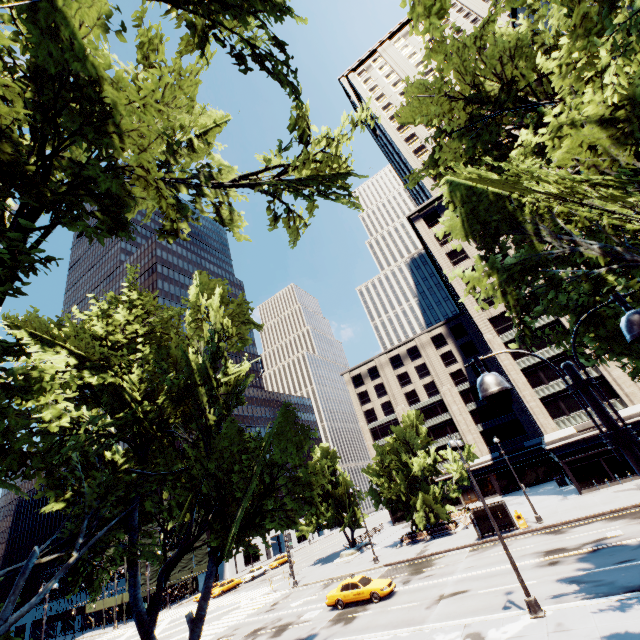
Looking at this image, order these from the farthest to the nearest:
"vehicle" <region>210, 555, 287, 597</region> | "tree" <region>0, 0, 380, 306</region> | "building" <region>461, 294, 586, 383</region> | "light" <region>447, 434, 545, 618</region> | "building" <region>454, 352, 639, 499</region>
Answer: "vehicle" <region>210, 555, 287, 597</region> < "building" <region>461, 294, 586, 383</region> < "building" <region>454, 352, 639, 499</region> < "light" <region>447, 434, 545, 618</region> < "tree" <region>0, 0, 380, 306</region>

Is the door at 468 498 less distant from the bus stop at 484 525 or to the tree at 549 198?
the tree at 549 198

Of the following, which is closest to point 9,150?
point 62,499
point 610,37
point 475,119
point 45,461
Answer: point 45,461

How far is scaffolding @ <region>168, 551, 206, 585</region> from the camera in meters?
54.9

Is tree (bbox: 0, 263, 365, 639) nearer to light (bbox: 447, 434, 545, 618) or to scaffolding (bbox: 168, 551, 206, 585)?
light (bbox: 447, 434, 545, 618)

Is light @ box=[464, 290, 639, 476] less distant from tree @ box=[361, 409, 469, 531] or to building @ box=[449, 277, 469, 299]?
tree @ box=[361, 409, 469, 531]

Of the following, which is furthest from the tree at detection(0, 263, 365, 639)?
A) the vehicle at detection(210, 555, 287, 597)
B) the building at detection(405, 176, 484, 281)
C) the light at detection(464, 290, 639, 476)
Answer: the vehicle at detection(210, 555, 287, 597)

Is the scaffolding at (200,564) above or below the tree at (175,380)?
below
